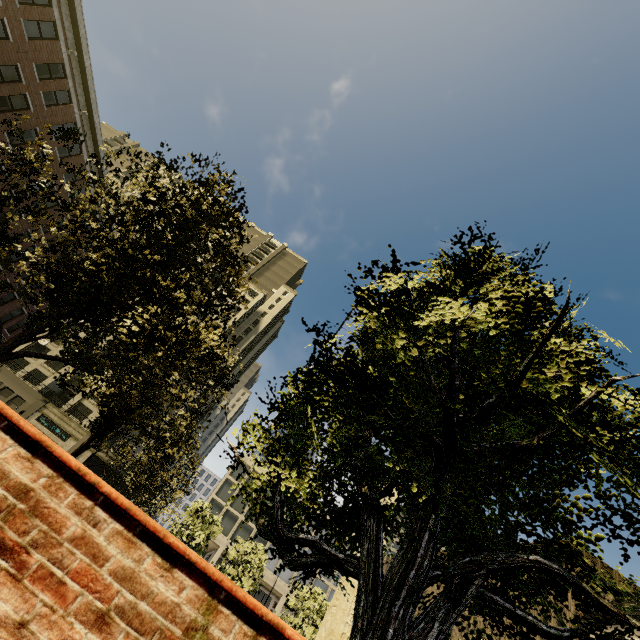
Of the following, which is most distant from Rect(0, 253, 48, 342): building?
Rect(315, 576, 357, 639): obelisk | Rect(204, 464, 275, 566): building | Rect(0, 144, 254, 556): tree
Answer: Rect(315, 576, 357, 639): obelisk

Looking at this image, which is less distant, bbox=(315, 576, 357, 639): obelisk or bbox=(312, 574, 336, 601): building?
bbox=(315, 576, 357, 639): obelisk

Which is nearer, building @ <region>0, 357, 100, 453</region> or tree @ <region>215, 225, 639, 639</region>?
tree @ <region>215, 225, 639, 639</region>

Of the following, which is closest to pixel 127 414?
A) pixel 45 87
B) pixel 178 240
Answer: pixel 178 240

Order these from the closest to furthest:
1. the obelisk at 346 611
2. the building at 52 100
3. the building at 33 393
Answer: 1. the obelisk at 346 611
2. the building at 52 100
3. the building at 33 393

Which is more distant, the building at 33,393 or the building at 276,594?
the building at 33,393

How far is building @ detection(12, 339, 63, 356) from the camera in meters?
47.9 m
